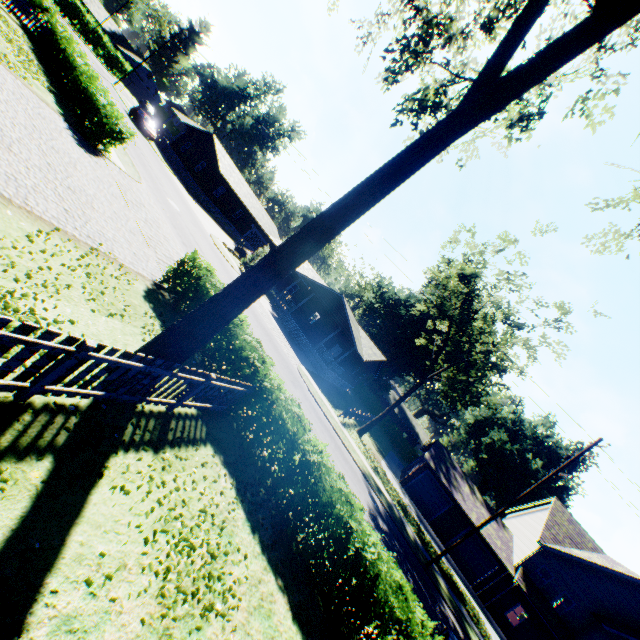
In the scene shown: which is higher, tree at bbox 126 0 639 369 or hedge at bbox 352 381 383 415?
tree at bbox 126 0 639 369

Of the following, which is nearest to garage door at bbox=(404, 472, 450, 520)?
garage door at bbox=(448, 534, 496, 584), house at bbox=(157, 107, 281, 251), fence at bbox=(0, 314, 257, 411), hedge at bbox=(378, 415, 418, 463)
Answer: garage door at bbox=(448, 534, 496, 584)

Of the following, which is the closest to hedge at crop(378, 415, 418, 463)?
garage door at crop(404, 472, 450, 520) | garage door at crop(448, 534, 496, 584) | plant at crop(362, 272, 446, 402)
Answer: plant at crop(362, 272, 446, 402)

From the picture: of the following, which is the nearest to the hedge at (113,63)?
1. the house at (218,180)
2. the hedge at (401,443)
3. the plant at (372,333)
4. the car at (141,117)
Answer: the house at (218,180)

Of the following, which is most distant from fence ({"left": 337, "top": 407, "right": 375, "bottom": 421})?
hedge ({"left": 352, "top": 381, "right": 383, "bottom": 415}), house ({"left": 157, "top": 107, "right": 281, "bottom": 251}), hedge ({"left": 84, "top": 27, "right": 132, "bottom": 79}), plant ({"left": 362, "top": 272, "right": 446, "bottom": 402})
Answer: hedge ({"left": 84, "top": 27, "right": 132, "bottom": 79})

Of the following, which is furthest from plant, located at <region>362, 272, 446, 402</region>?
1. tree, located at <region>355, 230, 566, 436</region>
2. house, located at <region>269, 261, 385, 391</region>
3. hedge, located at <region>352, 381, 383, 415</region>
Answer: tree, located at <region>355, 230, 566, 436</region>

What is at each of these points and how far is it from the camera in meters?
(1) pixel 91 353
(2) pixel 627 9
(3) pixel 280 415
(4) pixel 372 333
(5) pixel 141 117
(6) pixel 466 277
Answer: (1) fence, 4.6 m
(2) tree, 5.0 m
(3) hedge, 8.7 m
(4) plant, 56.7 m
(5) car, 35.8 m
(6) tree, 25.4 m

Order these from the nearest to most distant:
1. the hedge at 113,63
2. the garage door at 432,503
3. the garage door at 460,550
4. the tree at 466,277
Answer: the tree at 466,277 < the garage door at 460,550 < the garage door at 432,503 < the hedge at 113,63
